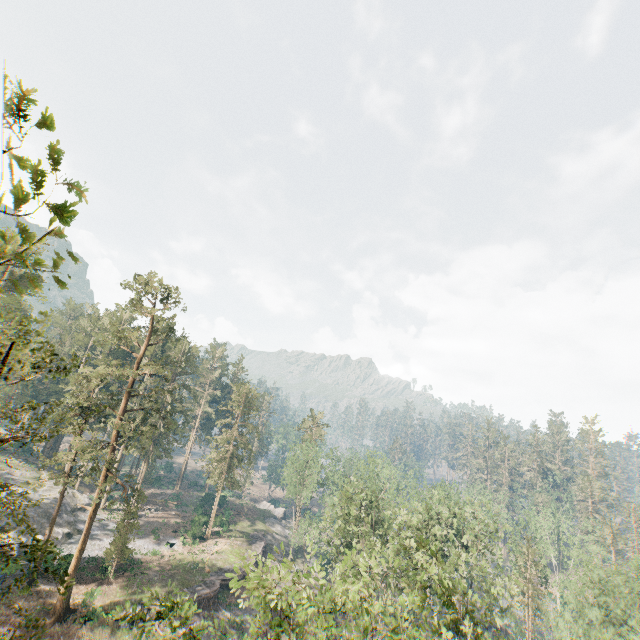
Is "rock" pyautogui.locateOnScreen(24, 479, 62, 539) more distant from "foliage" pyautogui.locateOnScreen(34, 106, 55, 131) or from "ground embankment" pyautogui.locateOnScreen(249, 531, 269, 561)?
"ground embankment" pyautogui.locateOnScreen(249, 531, 269, 561)

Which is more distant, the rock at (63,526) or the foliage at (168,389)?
the rock at (63,526)

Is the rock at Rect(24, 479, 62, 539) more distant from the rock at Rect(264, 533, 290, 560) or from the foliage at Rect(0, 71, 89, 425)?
the rock at Rect(264, 533, 290, 560)

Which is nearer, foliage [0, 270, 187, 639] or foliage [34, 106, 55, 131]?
foliage [34, 106, 55, 131]

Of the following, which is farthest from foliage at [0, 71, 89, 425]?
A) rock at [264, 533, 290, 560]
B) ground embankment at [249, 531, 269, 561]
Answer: ground embankment at [249, 531, 269, 561]

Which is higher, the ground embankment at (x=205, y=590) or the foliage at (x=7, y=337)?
the foliage at (x=7, y=337)

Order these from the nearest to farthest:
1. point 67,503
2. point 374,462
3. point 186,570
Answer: point 186,570, point 374,462, point 67,503

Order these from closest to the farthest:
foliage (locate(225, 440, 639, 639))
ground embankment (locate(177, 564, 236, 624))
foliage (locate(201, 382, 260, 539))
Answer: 1. foliage (locate(225, 440, 639, 639))
2. ground embankment (locate(177, 564, 236, 624))
3. foliage (locate(201, 382, 260, 539))
